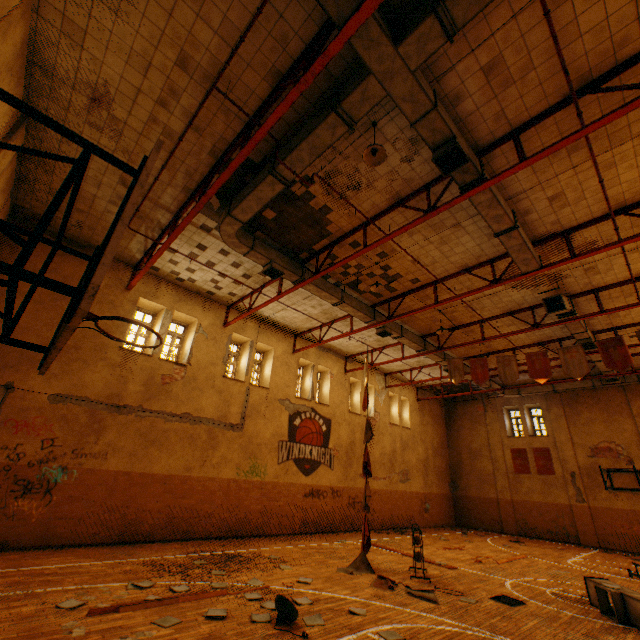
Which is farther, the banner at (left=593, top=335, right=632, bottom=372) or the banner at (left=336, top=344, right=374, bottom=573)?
the banner at (left=593, top=335, right=632, bottom=372)

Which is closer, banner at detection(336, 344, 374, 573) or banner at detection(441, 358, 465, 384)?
banner at detection(336, 344, 374, 573)

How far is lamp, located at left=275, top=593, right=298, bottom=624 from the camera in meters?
5.3

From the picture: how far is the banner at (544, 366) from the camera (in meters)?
11.65

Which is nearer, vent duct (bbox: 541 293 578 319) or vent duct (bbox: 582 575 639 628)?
vent duct (bbox: 582 575 639 628)

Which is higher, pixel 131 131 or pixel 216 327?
pixel 131 131

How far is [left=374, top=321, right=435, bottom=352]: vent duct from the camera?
13.9 meters

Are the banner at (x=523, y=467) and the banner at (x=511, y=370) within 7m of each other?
no
